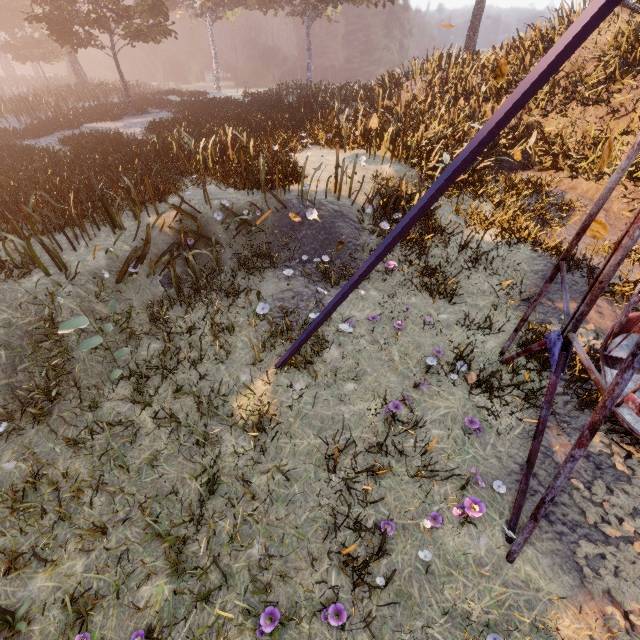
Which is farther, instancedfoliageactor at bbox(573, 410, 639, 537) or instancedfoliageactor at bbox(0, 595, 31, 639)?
instancedfoliageactor at bbox(573, 410, 639, 537)

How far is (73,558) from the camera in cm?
342

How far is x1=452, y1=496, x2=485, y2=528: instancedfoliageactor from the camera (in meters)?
3.28

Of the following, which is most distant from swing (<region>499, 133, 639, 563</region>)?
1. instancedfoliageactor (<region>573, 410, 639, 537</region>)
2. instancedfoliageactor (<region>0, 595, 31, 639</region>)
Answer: instancedfoliageactor (<region>0, 595, 31, 639</region>)

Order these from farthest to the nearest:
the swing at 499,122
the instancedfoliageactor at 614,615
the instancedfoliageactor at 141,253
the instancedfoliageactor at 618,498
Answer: the instancedfoliageactor at 141,253 → the instancedfoliageactor at 618,498 → the instancedfoliageactor at 614,615 → the swing at 499,122

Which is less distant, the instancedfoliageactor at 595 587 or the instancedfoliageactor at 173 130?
the instancedfoliageactor at 595 587

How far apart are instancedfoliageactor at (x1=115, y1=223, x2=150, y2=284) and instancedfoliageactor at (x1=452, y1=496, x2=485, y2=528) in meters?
6.2

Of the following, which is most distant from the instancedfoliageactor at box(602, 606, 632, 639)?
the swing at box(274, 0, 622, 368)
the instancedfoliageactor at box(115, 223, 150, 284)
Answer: the instancedfoliageactor at box(115, 223, 150, 284)
